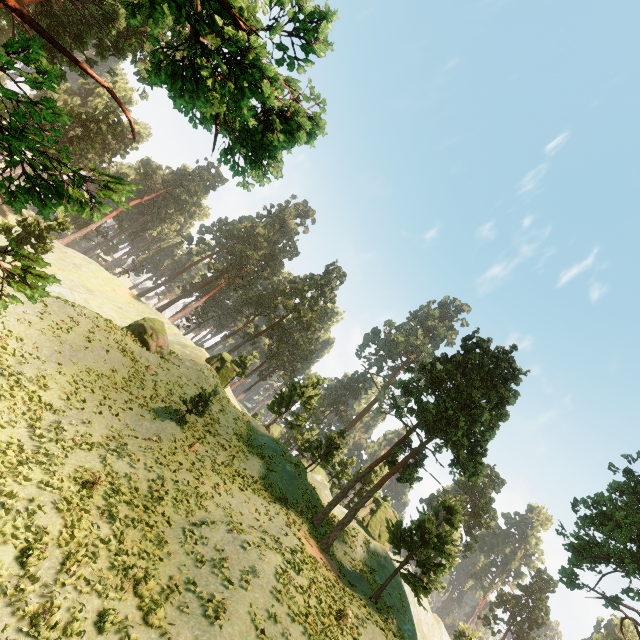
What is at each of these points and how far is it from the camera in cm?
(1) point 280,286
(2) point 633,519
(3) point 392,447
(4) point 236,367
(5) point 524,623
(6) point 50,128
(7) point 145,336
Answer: (1) treerock, 5934
(2) treerock, 2747
(3) treerock, 2945
(4) treerock, 4309
(5) treerock, 5912
(6) treerock, 4225
(7) treerock, 3111

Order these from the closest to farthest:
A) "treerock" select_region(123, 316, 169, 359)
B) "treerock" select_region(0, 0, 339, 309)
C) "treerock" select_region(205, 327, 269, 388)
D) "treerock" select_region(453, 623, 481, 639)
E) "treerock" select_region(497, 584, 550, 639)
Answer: "treerock" select_region(0, 0, 339, 309), "treerock" select_region(123, 316, 169, 359), "treerock" select_region(205, 327, 269, 388), "treerock" select_region(453, 623, 481, 639), "treerock" select_region(497, 584, 550, 639)

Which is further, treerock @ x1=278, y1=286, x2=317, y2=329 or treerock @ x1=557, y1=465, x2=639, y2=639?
treerock @ x1=278, y1=286, x2=317, y2=329

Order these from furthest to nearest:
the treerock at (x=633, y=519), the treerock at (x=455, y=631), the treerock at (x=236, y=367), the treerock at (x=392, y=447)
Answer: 1. the treerock at (x=455, y=631)
2. the treerock at (x=236, y=367)
3. the treerock at (x=633, y=519)
4. the treerock at (x=392, y=447)

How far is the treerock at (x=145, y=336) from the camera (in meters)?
30.83

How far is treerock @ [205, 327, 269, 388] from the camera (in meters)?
42.19
